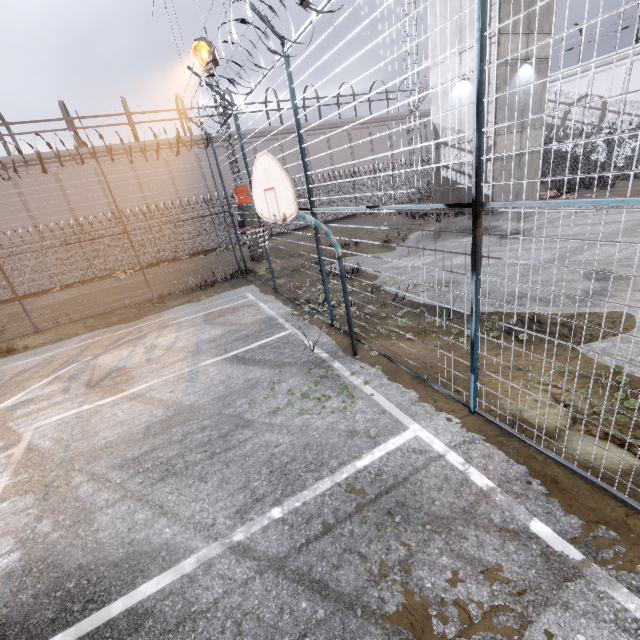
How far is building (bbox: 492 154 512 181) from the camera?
16.34m

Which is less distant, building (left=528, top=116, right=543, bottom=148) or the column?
the column

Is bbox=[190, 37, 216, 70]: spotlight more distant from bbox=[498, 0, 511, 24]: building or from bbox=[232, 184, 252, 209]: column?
bbox=[498, 0, 511, 24]: building

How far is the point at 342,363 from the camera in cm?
616

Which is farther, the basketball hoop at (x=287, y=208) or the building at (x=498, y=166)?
the building at (x=498, y=166)

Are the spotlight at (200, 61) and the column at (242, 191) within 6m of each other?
yes

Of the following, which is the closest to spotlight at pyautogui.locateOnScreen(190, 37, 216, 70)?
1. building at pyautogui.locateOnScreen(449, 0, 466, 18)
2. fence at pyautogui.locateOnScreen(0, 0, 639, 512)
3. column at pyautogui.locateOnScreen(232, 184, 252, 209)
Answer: fence at pyautogui.locateOnScreen(0, 0, 639, 512)

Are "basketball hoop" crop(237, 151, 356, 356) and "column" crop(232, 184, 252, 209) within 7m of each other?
no
